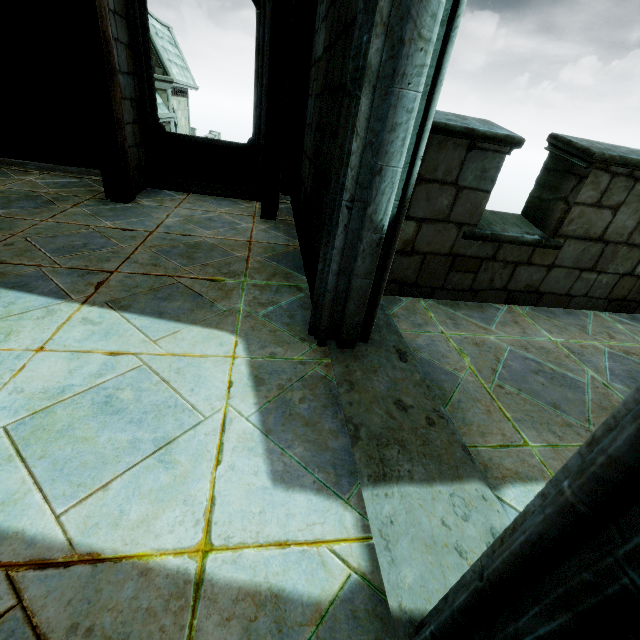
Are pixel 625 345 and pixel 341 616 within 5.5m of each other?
yes
